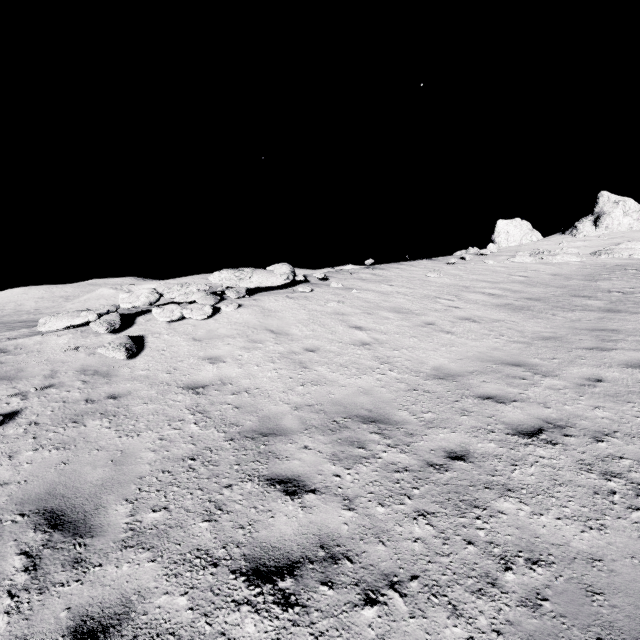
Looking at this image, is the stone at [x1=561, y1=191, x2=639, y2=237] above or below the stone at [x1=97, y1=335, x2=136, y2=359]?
above

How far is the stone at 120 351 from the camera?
7.2 meters

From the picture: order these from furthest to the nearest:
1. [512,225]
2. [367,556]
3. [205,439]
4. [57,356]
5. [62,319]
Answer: [512,225]
[62,319]
[57,356]
[205,439]
[367,556]

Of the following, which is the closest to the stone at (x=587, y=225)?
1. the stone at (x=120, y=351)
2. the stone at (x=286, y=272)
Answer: the stone at (x=286, y=272)

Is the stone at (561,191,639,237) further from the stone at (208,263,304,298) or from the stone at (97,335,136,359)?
the stone at (97,335,136,359)

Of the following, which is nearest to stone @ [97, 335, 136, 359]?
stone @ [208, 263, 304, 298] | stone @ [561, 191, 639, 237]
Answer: stone @ [208, 263, 304, 298]
